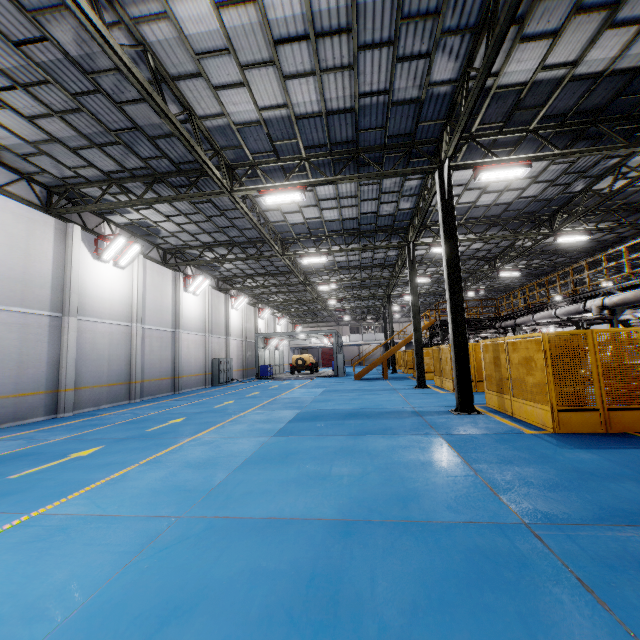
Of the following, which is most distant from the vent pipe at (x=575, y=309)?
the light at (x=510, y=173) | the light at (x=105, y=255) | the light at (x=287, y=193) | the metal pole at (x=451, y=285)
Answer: the light at (x=105, y=255)

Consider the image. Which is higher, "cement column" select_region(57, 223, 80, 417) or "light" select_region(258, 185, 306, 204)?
"light" select_region(258, 185, 306, 204)

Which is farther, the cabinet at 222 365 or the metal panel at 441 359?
the cabinet at 222 365

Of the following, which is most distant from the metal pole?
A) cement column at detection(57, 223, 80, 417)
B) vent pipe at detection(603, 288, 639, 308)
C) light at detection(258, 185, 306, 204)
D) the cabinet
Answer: the cabinet

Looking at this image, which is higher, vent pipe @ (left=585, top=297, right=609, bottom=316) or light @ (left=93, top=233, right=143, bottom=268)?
light @ (left=93, top=233, right=143, bottom=268)

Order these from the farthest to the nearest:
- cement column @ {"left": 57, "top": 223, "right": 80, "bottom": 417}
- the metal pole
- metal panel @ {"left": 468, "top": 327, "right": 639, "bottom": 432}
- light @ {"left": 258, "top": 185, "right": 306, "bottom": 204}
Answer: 1. cement column @ {"left": 57, "top": 223, "right": 80, "bottom": 417}
2. light @ {"left": 258, "top": 185, "right": 306, "bottom": 204}
3. the metal pole
4. metal panel @ {"left": 468, "top": 327, "right": 639, "bottom": 432}

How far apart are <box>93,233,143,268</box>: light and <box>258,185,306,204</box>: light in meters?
7.7 m

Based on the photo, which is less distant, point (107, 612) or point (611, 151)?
point (107, 612)
